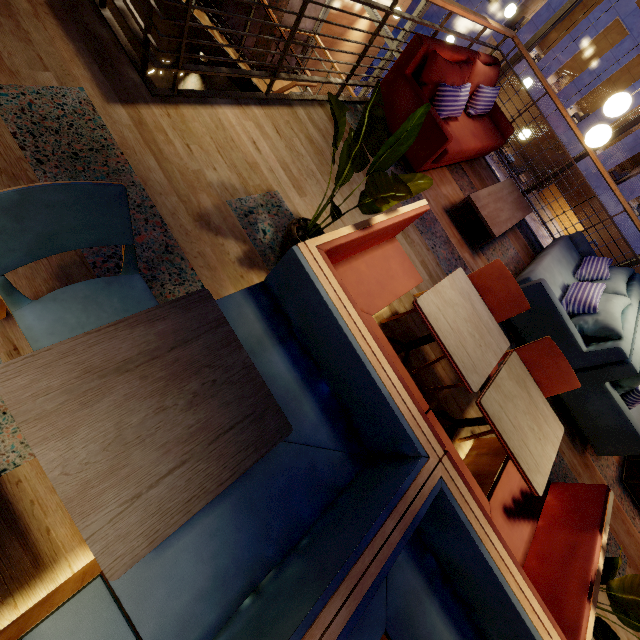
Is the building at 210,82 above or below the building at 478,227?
below

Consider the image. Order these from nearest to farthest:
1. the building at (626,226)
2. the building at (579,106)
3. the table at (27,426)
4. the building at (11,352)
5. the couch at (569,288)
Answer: the table at (27,426) < the building at (11,352) < the couch at (569,288) < the building at (579,106) < the building at (626,226)

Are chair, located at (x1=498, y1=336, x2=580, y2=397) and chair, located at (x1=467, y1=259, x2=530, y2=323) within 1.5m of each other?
yes

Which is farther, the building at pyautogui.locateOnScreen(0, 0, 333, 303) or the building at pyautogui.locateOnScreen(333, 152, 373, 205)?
the building at pyautogui.locateOnScreen(333, 152, 373, 205)

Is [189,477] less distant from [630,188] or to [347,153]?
[347,153]

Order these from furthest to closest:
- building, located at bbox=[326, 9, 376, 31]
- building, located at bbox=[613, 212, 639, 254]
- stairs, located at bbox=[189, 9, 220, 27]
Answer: building, located at bbox=[613, 212, 639, 254] < building, located at bbox=[326, 9, 376, 31] < stairs, located at bbox=[189, 9, 220, 27]

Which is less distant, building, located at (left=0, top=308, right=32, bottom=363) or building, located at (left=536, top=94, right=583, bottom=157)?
building, located at (left=0, top=308, right=32, bottom=363)

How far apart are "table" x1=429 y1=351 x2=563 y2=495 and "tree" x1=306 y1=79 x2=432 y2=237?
0.6 meters
